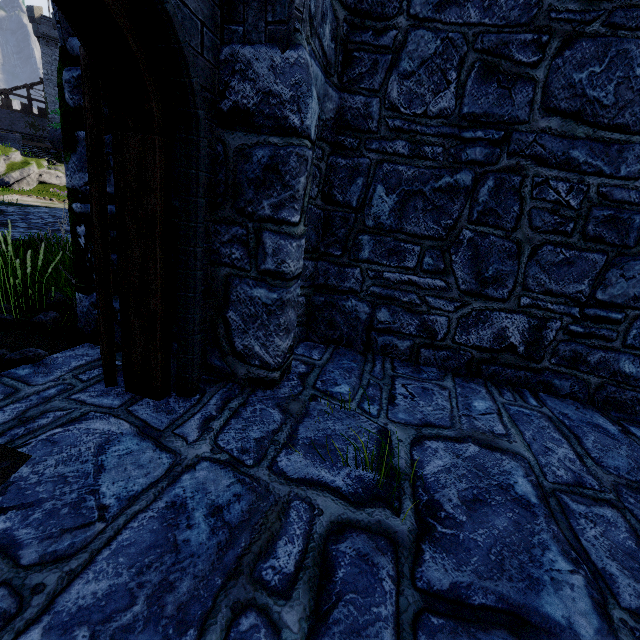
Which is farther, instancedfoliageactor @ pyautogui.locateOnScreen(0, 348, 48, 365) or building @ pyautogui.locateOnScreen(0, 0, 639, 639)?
instancedfoliageactor @ pyautogui.locateOnScreen(0, 348, 48, 365)

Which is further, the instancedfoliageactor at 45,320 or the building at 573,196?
the instancedfoliageactor at 45,320

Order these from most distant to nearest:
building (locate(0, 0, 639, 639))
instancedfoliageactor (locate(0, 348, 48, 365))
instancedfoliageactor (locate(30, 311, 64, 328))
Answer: instancedfoliageactor (locate(30, 311, 64, 328)), instancedfoliageactor (locate(0, 348, 48, 365)), building (locate(0, 0, 639, 639))

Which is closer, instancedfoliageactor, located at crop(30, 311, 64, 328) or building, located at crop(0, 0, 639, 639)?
building, located at crop(0, 0, 639, 639)

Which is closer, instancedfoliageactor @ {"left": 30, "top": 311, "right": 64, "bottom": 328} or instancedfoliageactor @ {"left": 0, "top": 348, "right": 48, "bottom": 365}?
instancedfoliageactor @ {"left": 0, "top": 348, "right": 48, "bottom": 365}

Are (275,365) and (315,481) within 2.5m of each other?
yes

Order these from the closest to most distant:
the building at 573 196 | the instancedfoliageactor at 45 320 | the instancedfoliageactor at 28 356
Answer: the building at 573 196, the instancedfoliageactor at 28 356, the instancedfoliageactor at 45 320

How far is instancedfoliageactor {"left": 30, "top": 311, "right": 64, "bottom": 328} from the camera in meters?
3.8 m
